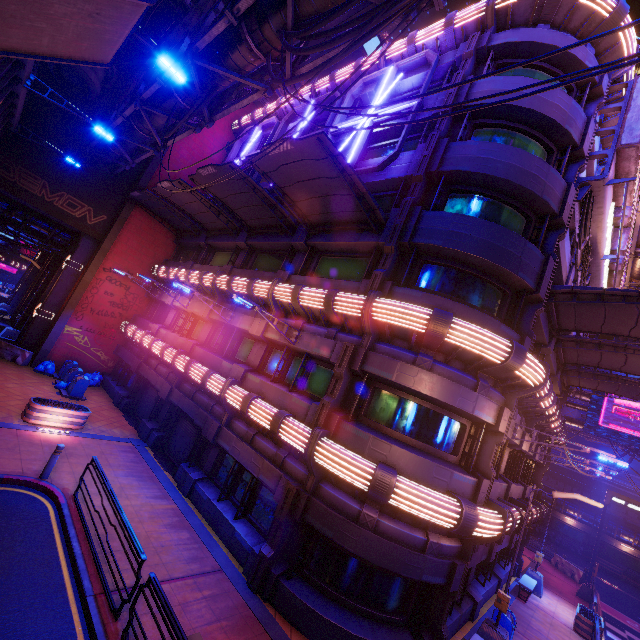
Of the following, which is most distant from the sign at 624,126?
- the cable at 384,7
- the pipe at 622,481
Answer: the pipe at 622,481

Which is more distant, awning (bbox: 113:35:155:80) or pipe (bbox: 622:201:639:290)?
pipe (bbox: 622:201:639:290)

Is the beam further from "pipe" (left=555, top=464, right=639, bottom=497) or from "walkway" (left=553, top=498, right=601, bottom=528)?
"walkway" (left=553, top=498, right=601, bottom=528)

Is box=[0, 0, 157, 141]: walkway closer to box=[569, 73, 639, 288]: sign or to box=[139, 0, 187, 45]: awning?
box=[139, 0, 187, 45]: awning

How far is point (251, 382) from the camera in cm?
1313

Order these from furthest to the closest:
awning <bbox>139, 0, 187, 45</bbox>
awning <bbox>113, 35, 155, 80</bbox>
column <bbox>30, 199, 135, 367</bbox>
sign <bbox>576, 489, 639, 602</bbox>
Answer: sign <bbox>576, 489, 639, 602</bbox>, column <bbox>30, 199, 135, 367</bbox>, awning <bbox>113, 35, 155, 80</bbox>, awning <bbox>139, 0, 187, 45</bbox>

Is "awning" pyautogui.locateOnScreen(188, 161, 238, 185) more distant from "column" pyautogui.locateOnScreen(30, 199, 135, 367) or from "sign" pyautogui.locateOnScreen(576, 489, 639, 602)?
"sign" pyautogui.locateOnScreen(576, 489, 639, 602)

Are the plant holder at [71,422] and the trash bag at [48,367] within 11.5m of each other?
yes
